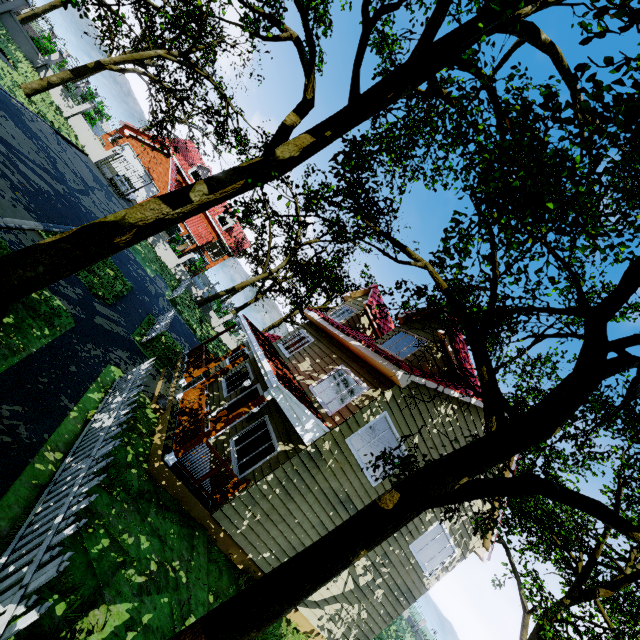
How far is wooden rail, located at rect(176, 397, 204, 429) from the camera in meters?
8.6 m

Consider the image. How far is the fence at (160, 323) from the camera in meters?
11.5 m

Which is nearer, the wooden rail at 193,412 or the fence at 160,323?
the wooden rail at 193,412

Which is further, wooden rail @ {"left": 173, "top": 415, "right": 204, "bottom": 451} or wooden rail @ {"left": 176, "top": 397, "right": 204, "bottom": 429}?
wooden rail @ {"left": 176, "top": 397, "right": 204, "bottom": 429}

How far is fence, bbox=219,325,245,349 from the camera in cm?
3162

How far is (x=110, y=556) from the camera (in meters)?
4.91

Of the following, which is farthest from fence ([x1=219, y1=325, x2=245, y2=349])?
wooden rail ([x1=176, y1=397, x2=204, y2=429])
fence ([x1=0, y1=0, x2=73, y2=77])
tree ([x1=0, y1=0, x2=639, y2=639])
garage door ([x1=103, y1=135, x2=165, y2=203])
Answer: wooden rail ([x1=176, y1=397, x2=204, y2=429])

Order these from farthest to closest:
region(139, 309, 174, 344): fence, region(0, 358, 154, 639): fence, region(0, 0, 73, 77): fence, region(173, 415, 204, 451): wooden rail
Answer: region(0, 0, 73, 77): fence
region(139, 309, 174, 344): fence
region(173, 415, 204, 451): wooden rail
region(0, 358, 154, 639): fence
